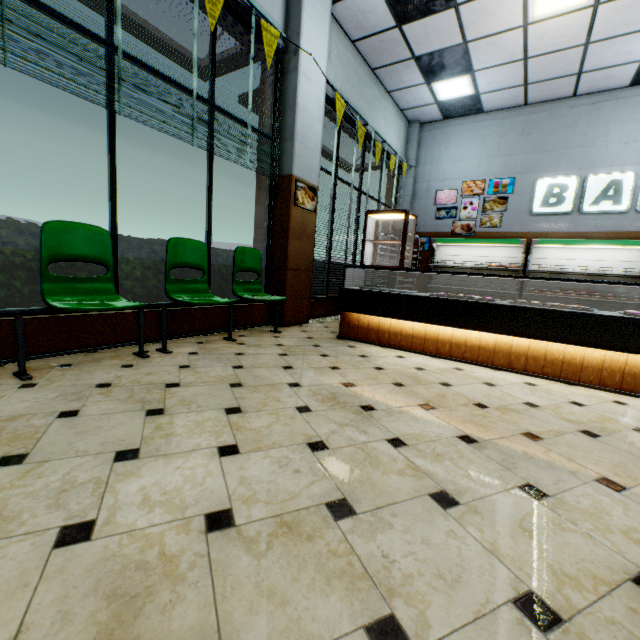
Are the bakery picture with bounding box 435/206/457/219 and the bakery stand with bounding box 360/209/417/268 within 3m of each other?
no

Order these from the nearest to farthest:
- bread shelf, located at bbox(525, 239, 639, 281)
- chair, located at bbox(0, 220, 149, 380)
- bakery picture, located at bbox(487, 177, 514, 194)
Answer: chair, located at bbox(0, 220, 149, 380) → bread shelf, located at bbox(525, 239, 639, 281) → bakery picture, located at bbox(487, 177, 514, 194)

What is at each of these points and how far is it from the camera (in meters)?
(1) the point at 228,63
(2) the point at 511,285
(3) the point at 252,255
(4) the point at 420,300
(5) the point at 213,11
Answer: (1) building, 4.79
(2) bread shelf, 7.71
(3) chair, 4.21
(4) bakery counter, 3.74
(5) banner sign, 3.21

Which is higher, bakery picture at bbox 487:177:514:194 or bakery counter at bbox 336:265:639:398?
bakery picture at bbox 487:177:514:194

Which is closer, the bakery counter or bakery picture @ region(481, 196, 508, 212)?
the bakery counter

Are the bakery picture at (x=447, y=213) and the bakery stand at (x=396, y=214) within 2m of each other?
no

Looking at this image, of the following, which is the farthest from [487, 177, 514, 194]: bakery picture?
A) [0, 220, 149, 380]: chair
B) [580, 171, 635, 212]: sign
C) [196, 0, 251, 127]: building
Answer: [0, 220, 149, 380]: chair

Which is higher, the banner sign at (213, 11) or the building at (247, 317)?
the banner sign at (213, 11)
